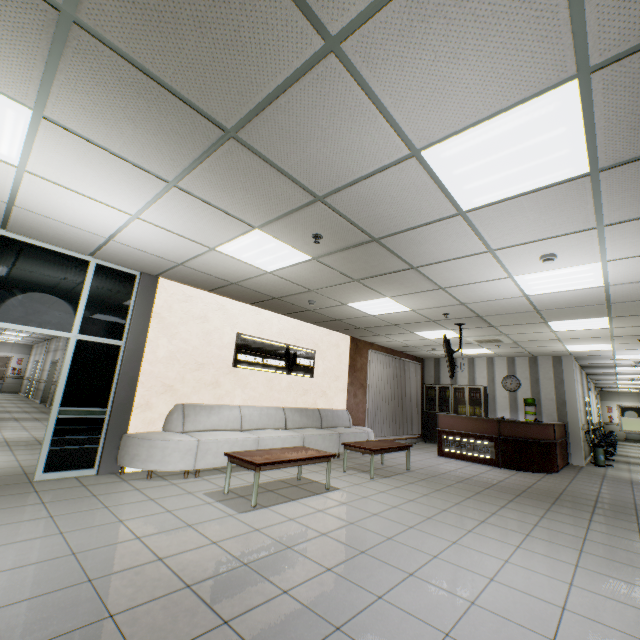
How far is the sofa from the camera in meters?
4.9

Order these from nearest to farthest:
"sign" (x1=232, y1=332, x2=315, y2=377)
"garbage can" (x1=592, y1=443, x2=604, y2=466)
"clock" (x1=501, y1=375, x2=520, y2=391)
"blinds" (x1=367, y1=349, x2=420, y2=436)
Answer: "sign" (x1=232, y1=332, x2=315, y2=377) < "garbage can" (x1=592, y1=443, x2=604, y2=466) < "blinds" (x1=367, y1=349, x2=420, y2=436) < "clock" (x1=501, y1=375, x2=520, y2=391)

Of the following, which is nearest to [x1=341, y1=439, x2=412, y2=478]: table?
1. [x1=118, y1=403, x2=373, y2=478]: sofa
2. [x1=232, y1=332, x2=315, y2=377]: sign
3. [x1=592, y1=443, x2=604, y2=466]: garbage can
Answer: [x1=118, y1=403, x2=373, y2=478]: sofa

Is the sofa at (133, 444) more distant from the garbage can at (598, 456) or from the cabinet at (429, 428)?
the garbage can at (598, 456)

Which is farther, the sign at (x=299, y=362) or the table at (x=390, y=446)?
the sign at (x=299, y=362)

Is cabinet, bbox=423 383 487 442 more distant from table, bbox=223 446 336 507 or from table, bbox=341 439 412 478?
table, bbox=223 446 336 507

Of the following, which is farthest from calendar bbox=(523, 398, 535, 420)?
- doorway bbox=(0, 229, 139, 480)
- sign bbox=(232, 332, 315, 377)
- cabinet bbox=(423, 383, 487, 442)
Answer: doorway bbox=(0, 229, 139, 480)

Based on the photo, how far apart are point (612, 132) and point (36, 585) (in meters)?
5.00
